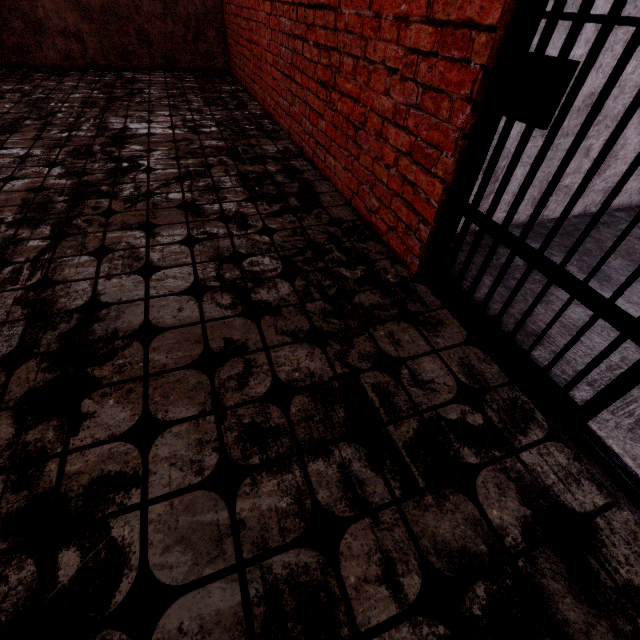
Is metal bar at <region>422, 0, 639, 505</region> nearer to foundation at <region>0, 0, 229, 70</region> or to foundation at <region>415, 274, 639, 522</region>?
→ foundation at <region>415, 274, 639, 522</region>

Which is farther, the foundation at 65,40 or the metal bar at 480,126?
the foundation at 65,40

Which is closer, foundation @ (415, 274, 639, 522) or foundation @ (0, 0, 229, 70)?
foundation @ (415, 274, 639, 522)

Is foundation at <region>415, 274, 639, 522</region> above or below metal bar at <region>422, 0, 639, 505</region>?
below

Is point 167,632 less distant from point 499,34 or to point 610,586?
point 610,586

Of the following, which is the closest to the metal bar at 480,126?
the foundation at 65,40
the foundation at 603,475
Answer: the foundation at 603,475

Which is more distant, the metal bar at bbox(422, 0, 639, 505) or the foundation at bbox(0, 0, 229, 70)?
the foundation at bbox(0, 0, 229, 70)

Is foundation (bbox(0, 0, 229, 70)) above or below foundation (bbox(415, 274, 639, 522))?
above
